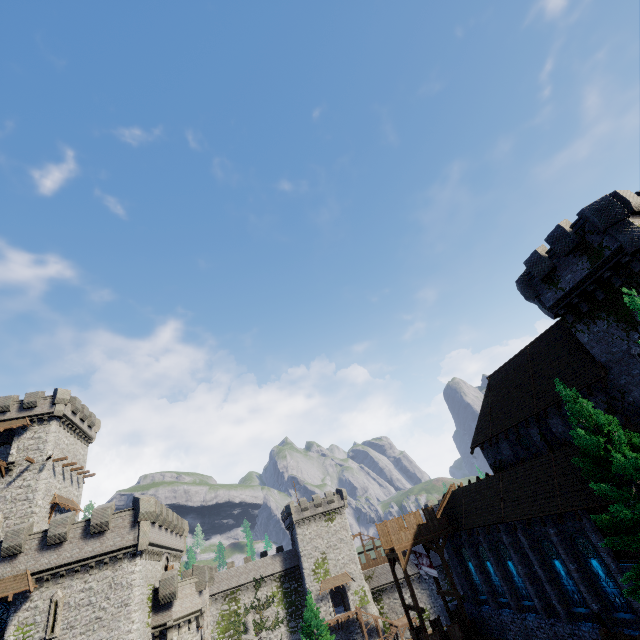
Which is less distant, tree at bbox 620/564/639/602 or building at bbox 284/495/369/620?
tree at bbox 620/564/639/602

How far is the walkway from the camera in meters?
27.4 m

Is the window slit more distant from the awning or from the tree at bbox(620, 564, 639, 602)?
the tree at bbox(620, 564, 639, 602)

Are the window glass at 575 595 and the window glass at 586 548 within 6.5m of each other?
yes

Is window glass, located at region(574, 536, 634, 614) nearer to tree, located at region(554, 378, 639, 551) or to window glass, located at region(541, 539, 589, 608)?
window glass, located at region(541, 539, 589, 608)

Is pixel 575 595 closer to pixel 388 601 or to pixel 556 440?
pixel 556 440

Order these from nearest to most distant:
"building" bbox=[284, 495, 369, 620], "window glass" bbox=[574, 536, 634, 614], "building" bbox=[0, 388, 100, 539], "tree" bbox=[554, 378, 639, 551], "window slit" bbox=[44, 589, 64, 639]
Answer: "tree" bbox=[554, 378, 639, 551], "window glass" bbox=[574, 536, 634, 614], "window slit" bbox=[44, 589, 64, 639], "building" bbox=[0, 388, 100, 539], "building" bbox=[284, 495, 369, 620]

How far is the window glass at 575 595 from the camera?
20.41m
